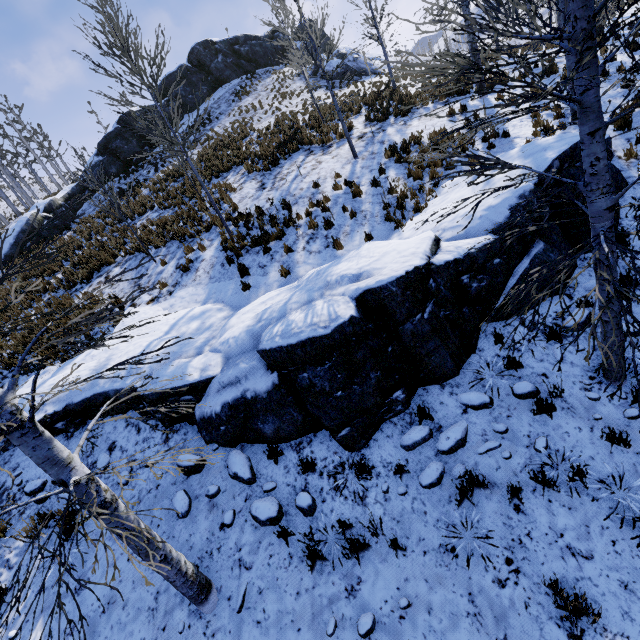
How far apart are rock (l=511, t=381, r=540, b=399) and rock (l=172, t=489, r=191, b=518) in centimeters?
561cm

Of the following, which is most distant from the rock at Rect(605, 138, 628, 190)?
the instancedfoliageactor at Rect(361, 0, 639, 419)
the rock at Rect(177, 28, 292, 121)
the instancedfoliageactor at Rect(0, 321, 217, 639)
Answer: the rock at Rect(177, 28, 292, 121)

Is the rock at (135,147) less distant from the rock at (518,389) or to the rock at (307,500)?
the rock at (307,500)

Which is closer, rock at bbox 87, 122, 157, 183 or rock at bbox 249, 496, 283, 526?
rock at bbox 249, 496, 283, 526

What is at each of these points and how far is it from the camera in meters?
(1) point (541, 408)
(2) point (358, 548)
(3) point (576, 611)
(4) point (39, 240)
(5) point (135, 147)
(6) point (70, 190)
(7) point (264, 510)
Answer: (1) instancedfoliageactor, 4.8 m
(2) instancedfoliageactor, 4.3 m
(3) instancedfoliageactor, 3.4 m
(4) rock, 18.7 m
(5) rock, 24.7 m
(6) rock, 22.7 m
(7) rock, 4.9 m

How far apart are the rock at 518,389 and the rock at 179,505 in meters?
5.6 m

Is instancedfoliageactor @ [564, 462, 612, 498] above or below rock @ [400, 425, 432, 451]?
below

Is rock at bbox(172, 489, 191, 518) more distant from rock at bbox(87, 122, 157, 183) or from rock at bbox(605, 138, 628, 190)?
rock at bbox(87, 122, 157, 183)
